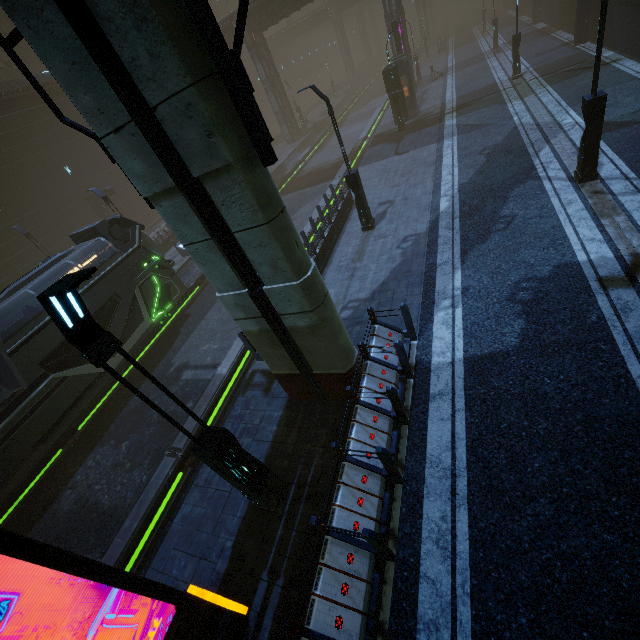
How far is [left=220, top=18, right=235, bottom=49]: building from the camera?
31.1m

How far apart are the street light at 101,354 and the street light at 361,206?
10.6 meters

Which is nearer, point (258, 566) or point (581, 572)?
point (581, 572)

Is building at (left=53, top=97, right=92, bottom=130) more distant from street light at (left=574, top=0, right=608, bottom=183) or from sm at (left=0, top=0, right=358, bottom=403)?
street light at (left=574, top=0, right=608, bottom=183)

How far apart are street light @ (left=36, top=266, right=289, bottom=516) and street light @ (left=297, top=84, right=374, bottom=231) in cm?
1058

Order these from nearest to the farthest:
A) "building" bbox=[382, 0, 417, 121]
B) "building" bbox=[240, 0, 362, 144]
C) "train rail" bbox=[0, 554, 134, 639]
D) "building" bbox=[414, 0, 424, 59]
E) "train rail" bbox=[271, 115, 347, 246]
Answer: "train rail" bbox=[0, 554, 134, 639] < "train rail" bbox=[271, 115, 347, 246] < "building" bbox=[382, 0, 417, 121] < "building" bbox=[240, 0, 362, 144] < "building" bbox=[414, 0, 424, 59]

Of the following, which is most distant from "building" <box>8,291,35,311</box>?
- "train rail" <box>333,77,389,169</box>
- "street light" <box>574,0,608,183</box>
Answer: "street light" <box>574,0,608,183</box>

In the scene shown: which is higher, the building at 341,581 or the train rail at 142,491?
the building at 341,581
